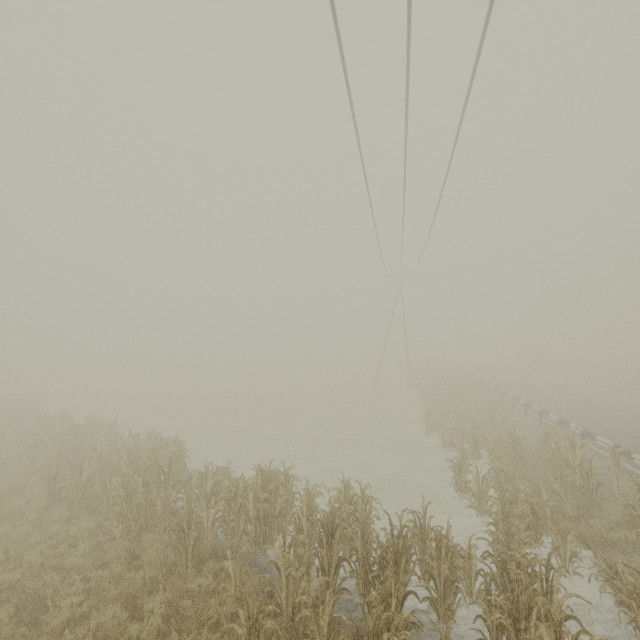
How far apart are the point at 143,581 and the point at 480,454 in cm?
1280
